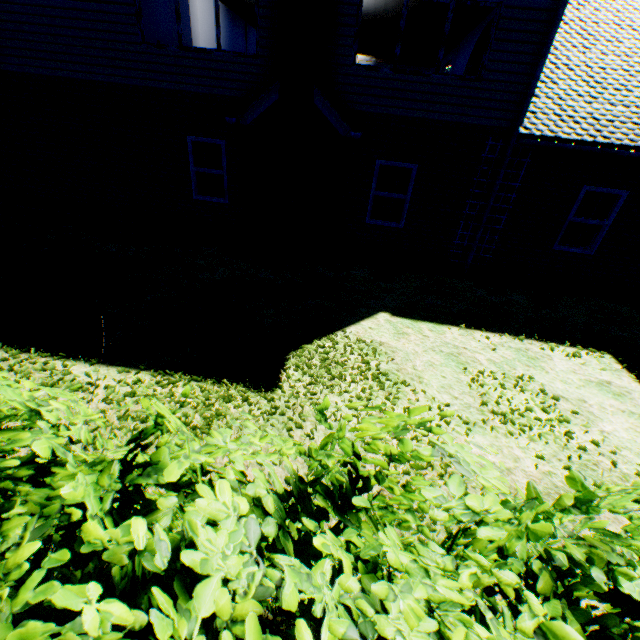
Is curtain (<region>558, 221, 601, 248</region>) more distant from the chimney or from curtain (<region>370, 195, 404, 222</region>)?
the chimney

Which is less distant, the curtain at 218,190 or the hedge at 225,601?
the hedge at 225,601

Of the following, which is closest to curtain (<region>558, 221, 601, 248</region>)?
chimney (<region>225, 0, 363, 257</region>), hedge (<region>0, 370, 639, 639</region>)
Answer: chimney (<region>225, 0, 363, 257</region>)

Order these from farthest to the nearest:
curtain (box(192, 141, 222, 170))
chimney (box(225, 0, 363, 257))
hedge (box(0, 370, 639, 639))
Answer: curtain (box(192, 141, 222, 170)) → chimney (box(225, 0, 363, 257)) → hedge (box(0, 370, 639, 639))

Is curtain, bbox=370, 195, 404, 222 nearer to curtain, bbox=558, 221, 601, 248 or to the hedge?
curtain, bbox=558, 221, 601, 248

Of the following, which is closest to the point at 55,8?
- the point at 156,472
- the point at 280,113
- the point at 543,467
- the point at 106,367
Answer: the point at 280,113

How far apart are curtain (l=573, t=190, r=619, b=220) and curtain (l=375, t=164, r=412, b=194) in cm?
401

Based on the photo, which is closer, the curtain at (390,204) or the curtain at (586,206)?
the curtain at (586,206)
